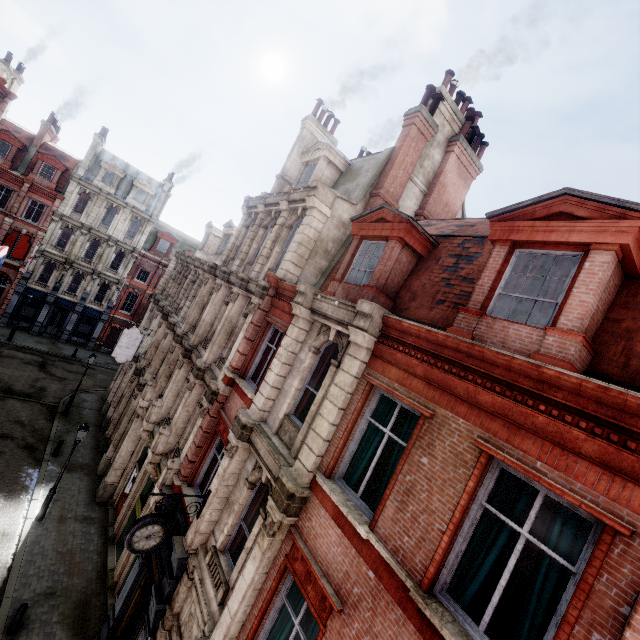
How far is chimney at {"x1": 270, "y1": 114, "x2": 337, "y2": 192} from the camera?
17.75m

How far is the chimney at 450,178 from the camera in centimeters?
1244cm

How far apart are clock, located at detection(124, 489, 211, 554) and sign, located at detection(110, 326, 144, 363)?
14.78m

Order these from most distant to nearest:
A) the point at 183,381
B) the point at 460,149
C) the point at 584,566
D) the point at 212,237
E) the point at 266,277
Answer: the point at 212,237 < the point at 183,381 < the point at 460,149 < the point at 266,277 < the point at 584,566

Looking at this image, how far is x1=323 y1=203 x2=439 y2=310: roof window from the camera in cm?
866

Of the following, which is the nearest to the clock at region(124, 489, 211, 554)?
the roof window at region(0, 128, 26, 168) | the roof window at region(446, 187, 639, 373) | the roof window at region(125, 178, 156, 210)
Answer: the roof window at region(446, 187, 639, 373)

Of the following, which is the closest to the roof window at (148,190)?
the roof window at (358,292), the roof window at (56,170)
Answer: the roof window at (56,170)

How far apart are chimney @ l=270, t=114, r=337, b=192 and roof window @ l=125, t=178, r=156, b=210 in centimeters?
2552cm
